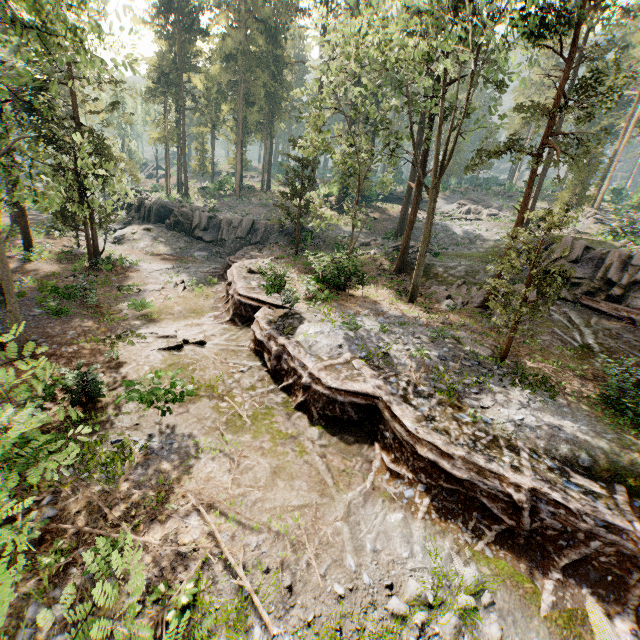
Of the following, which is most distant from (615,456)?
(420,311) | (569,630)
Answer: (420,311)

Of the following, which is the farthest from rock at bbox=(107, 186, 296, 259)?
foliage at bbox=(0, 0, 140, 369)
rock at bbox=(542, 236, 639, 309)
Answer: rock at bbox=(542, 236, 639, 309)

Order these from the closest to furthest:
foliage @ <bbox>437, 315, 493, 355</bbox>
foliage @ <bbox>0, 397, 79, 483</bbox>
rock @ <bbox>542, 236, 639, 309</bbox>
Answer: foliage @ <bbox>0, 397, 79, 483</bbox> → foliage @ <bbox>437, 315, 493, 355</bbox> → rock @ <bbox>542, 236, 639, 309</bbox>

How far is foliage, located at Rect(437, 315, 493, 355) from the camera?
14.7 meters

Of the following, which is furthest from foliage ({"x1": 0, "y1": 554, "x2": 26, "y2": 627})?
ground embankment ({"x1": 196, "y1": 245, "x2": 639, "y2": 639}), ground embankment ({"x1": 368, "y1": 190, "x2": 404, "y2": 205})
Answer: ground embankment ({"x1": 368, "y1": 190, "x2": 404, "y2": 205})

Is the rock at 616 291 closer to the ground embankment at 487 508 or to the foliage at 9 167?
the foliage at 9 167

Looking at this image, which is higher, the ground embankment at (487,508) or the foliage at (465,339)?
the foliage at (465,339)

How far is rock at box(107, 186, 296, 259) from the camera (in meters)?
32.03
